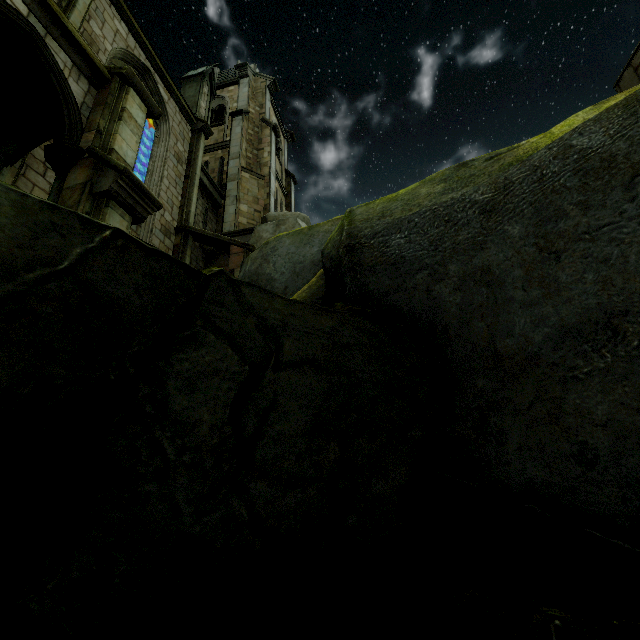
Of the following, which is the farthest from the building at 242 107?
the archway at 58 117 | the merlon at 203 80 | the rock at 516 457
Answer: the archway at 58 117

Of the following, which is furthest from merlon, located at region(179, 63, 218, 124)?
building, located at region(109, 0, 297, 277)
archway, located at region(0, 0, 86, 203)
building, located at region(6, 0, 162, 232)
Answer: archway, located at region(0, 0, 86, 203)

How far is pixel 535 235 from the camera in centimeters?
292cm

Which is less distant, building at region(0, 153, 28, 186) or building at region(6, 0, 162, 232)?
building at region(6, 0, 162, 232)

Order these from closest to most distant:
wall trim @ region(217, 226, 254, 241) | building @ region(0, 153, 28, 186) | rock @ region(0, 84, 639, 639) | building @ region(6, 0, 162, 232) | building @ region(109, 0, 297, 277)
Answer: rock @ region(0, 84, 639, 639), building @ region(6, 0, 162, 232), building @ region(0, 153, 28, 186), building @ region(109, 0, 297, 277), wall trim @ region(217, 226, 254, 241)

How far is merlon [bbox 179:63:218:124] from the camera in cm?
1598

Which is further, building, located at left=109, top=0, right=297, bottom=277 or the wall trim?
A: the wall trim
